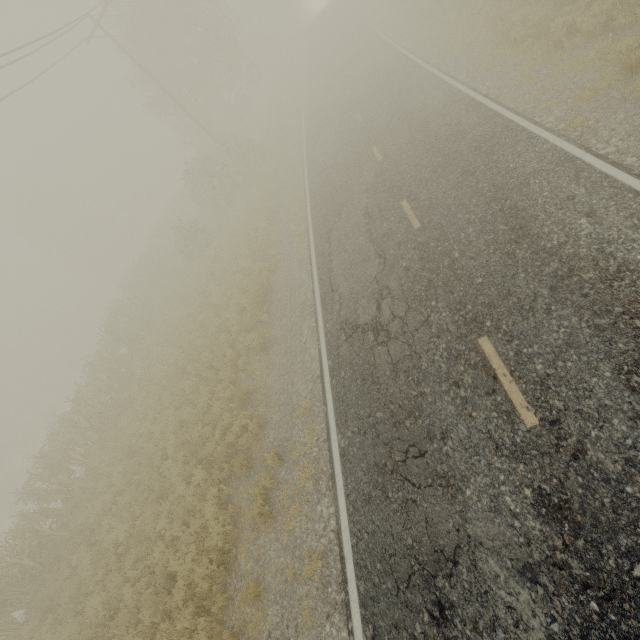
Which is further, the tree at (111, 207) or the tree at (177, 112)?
the tree at (111, 207)

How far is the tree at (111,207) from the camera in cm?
5684

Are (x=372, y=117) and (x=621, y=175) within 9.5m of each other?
no

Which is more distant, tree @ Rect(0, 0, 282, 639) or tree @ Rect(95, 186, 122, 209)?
tree @ Rect(95, 186, 122, 209)

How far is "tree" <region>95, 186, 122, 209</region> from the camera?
56.8m
